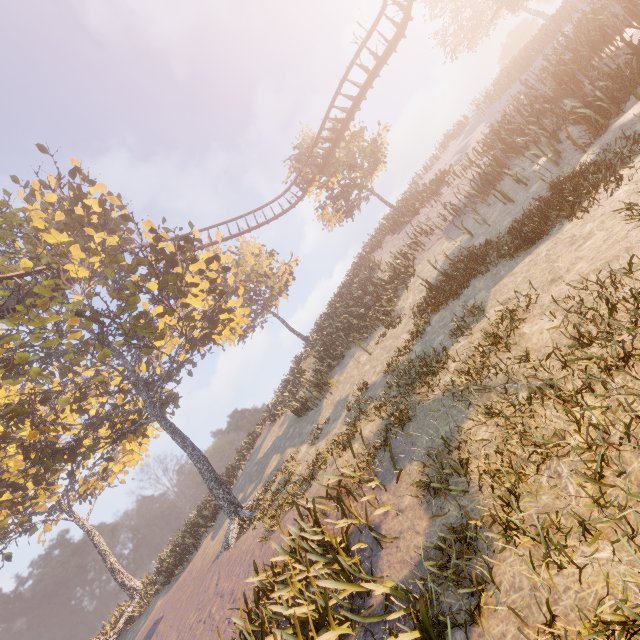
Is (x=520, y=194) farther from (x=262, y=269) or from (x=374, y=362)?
(x=262, y=269)

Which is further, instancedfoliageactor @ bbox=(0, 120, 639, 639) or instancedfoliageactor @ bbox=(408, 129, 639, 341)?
instancedfoliageactor @ bbox=(408, 129, 639, 341)

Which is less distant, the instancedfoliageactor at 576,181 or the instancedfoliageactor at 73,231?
the instancedfoliageactor at 73,231

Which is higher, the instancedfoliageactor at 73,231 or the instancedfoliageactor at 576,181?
the instancedfoliageactor at 73,231

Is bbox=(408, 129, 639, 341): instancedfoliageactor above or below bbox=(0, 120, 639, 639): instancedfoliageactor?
below
